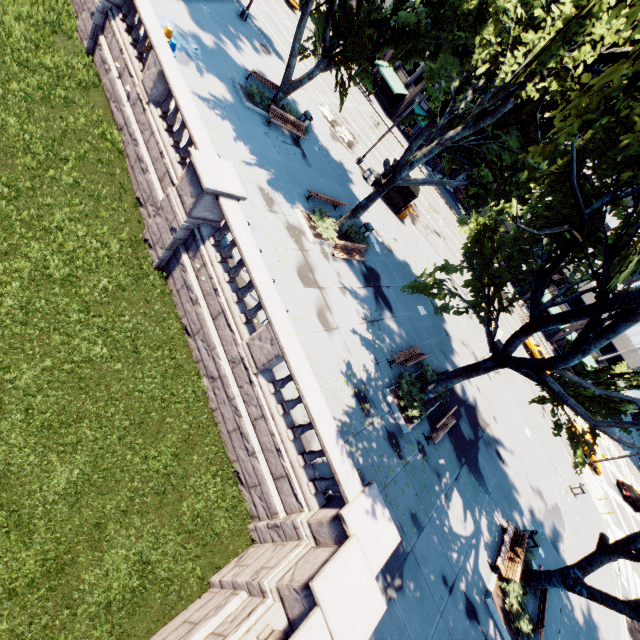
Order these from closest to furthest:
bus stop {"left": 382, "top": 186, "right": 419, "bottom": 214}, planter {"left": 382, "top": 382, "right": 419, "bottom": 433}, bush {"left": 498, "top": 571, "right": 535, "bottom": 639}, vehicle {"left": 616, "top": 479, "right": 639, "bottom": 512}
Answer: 1. bush {"left": 498, "top": 571, "right": 535, "bottom": 639}
2. planter {"left": 382, "top": 382, "right": 419, "bottom": 433}
3. bus stop {"left": 382, "top": 186, "right": 419, "bottom": 214}
4. vehicle {"left": 616, "top": 479, "right": 639, "bottom": 512}

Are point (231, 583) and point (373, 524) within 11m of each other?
yes

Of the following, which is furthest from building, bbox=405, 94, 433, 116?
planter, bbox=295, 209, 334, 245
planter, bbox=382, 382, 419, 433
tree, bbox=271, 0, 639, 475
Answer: planter, bbox=382, 382, 419, 433

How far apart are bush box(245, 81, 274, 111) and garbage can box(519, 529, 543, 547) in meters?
25.9

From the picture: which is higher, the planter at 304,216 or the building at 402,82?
the building at 402,82

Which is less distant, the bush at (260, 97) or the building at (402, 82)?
the bush at (260, 97)

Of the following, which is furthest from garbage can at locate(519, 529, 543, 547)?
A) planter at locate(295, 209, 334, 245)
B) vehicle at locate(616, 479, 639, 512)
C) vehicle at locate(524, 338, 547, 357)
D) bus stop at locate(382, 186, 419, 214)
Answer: vehicle at locate(616, 479, 639, 512)

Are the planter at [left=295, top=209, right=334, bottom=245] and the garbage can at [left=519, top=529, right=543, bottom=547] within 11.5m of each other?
no
